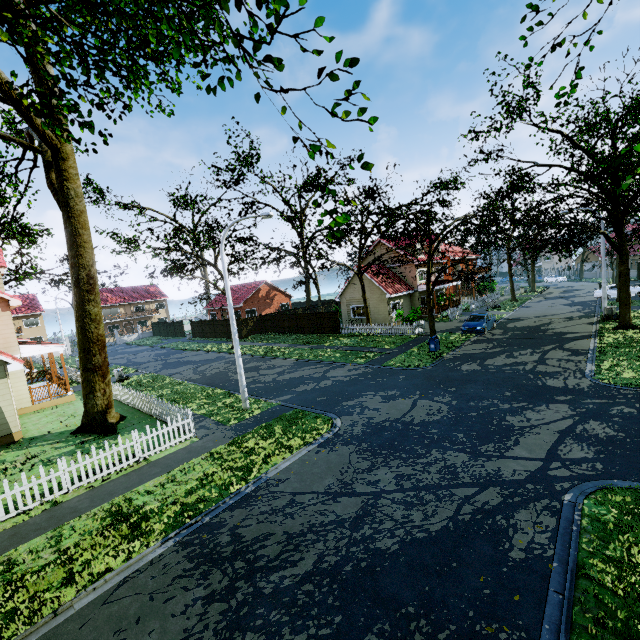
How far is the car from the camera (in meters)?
24.17

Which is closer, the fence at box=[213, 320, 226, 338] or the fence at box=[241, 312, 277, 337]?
the fence at box=[241, 312, 277, 337]

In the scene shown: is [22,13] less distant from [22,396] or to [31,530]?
[31,530]

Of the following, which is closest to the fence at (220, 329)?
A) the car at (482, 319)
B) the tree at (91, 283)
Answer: the tree at (91, 283)

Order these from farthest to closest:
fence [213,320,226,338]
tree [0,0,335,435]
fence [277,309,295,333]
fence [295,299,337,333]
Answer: fence [213,320,226,338] → fence [277,309,295,333] → fence [295,299,337,333] → tree [0,0,335,435]

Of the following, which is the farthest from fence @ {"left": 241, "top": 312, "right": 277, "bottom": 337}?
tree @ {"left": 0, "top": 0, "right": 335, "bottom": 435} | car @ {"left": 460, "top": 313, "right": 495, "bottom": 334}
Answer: car @ {"left": 460, "top": 313, "right": 495, "bottom": 334}

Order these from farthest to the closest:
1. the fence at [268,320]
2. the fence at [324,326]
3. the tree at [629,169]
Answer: the fence at [268,320] < the fence at [324,326] < the tree at [629,169]

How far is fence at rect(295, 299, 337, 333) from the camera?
32.16m
